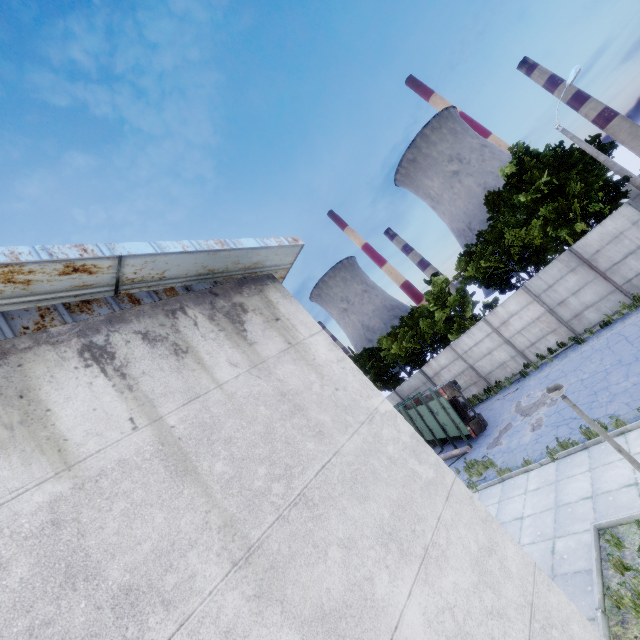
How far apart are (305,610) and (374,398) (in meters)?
2.49

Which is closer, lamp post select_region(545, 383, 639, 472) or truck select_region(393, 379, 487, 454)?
lamp post select_region(545, 383, 639, 472)

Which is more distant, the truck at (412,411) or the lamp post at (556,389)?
the truck at (412,411)

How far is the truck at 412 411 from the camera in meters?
15.7 m

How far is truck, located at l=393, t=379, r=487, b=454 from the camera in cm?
1569

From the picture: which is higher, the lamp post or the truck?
the lamp post
